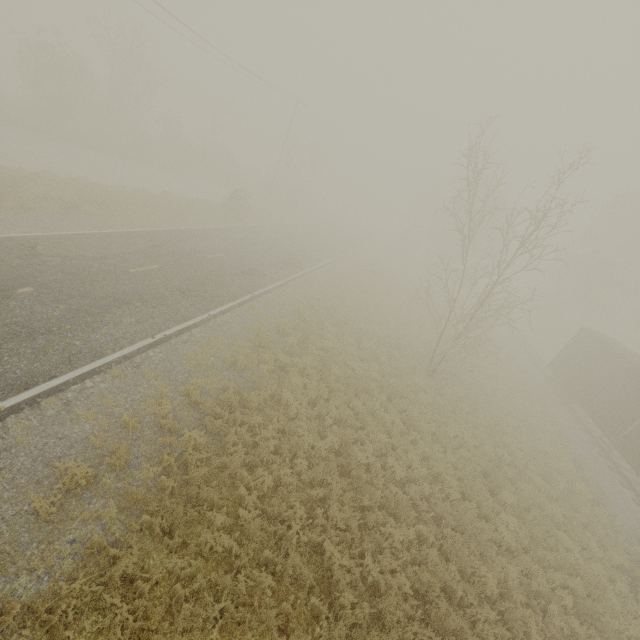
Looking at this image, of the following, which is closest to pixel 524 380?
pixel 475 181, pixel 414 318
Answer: pixel 414 318
